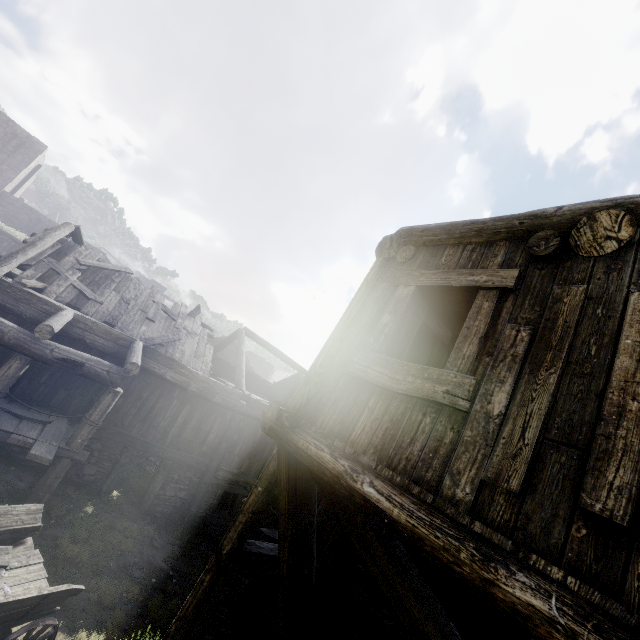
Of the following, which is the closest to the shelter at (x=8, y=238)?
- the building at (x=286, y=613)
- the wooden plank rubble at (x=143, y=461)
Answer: the building at (x=286, y=613)

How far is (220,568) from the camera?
5.85m

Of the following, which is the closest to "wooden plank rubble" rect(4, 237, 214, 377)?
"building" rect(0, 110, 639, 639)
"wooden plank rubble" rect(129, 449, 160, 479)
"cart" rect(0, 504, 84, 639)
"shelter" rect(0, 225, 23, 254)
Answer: "building" rect(0, 110, 639, 639)

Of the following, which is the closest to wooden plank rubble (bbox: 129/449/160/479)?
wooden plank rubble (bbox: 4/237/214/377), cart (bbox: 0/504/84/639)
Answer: wooden plank rubble (bbox: 4/237/214/377)

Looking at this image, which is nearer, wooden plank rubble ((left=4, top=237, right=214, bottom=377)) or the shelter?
wooden plank rubble ((left=4, top=237, right=214, bottom=377))

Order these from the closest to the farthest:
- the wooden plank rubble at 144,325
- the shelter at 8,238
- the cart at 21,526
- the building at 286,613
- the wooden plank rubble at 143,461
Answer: the building at 286,613
the cart at 21,526
the wooden plank rubble at 144,325
the wooden plank rubble at 143,461
the shelter at 8,238

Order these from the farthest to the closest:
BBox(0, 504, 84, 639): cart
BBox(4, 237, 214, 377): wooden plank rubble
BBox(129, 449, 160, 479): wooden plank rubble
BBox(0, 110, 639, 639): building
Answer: BBox(129, 449, 160, 479): wooden plank rubble, BBox(4, 237, 214, 377): wooden plank rubble, BBox(0, 504, 84, 639): cart, BBox(0, 110, 639, 639): building

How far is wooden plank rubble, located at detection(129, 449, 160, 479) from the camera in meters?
13.9 m
